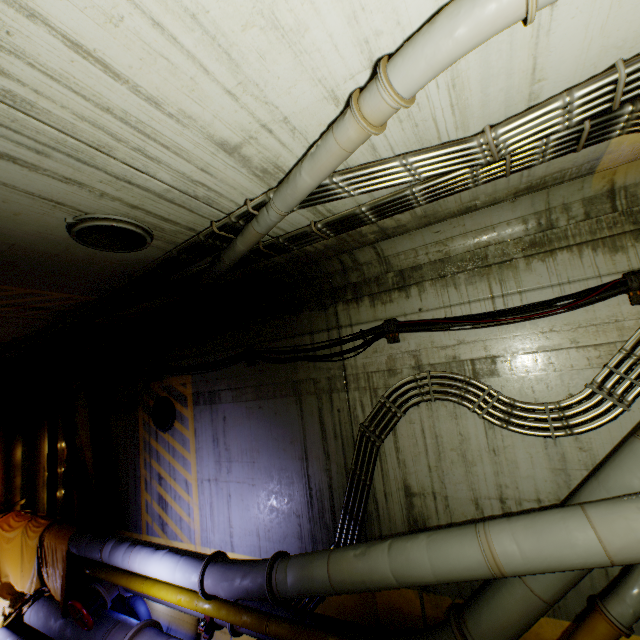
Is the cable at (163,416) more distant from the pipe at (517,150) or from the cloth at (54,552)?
the cloth at (54,552)

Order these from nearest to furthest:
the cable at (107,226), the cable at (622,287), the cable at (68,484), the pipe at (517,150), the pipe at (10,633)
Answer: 1. the pipe at (517,150)
2. the cable at (107,226)
3. the cable at (622,287)
4. the pipe at (10,633)
5. the cable at (68,484)

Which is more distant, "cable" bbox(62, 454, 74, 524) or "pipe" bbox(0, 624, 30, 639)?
"cable" bbox(62, 454, 74, 524)

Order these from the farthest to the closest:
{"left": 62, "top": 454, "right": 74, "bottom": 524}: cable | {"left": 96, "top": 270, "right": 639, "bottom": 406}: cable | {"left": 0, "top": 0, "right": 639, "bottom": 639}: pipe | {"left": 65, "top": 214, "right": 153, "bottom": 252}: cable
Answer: {"left": 62, "top": 454, "right": 74, "bottom": 524}: cable → {"left": 96, "top": 270, "right": 639, "bottom": 406}: cable → {"left": 65, "top": 214, "right": 153, "bottom": 252}: cable → {"left": 0, "top": 0, "right": 639, "bottom": 639}: pipe

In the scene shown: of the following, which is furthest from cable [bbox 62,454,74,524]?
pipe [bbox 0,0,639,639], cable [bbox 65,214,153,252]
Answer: cable [bbox 65,214,153,252]

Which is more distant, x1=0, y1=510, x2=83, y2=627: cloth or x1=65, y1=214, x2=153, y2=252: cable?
x1=0, y1=510, x2=83, y2=627: cloth

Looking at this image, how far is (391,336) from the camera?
5.2 meters
